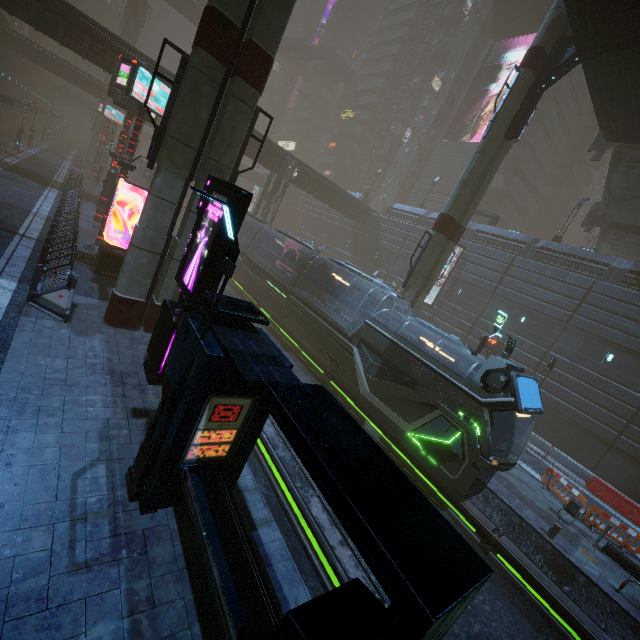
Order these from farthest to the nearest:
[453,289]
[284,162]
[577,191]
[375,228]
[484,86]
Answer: [484,86]
[577,191]
[375,228]
[284,162]
[453,289]

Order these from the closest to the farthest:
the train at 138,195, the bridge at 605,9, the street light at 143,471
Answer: the street light at 143,471 < the bridge at 605,9 < the train at 138,195

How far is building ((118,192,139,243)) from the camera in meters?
22.3 m

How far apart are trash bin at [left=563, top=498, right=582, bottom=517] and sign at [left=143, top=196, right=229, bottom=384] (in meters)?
15.64

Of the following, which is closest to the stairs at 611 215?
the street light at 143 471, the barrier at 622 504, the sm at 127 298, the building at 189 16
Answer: the sm at 127 298

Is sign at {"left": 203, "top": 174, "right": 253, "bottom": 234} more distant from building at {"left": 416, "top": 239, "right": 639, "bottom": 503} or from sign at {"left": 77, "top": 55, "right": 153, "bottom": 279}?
sign at {"left": 77, "top": 55, "right": 153, "bottom": 279}

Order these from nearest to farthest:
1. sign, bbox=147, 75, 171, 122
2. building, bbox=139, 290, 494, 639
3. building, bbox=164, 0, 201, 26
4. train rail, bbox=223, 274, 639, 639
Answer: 1. building, bbox=139, 290, 494, 639
2. train rail, bbox=223, 274, 639, 639
3. sign, bbox=147, 75, 171, 122
4. building, bbox=164, 0, 201, 26

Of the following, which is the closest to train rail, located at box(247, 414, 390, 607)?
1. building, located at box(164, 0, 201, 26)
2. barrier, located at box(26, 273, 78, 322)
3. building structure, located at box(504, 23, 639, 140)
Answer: barrier, located at box(26, 273, 78, 322)
